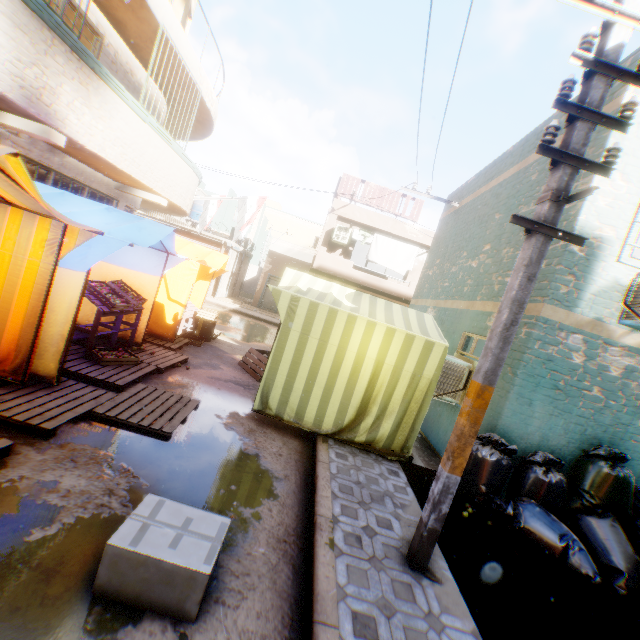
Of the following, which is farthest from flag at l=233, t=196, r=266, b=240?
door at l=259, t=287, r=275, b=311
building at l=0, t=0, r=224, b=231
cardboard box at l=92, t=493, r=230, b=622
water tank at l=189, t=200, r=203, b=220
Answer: cardboard box at l=92, t=493, r=230, b=622

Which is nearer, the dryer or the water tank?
the dryer

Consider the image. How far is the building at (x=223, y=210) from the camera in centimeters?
2003cm

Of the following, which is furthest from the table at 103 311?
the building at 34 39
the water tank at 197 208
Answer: the water tank at 197 208

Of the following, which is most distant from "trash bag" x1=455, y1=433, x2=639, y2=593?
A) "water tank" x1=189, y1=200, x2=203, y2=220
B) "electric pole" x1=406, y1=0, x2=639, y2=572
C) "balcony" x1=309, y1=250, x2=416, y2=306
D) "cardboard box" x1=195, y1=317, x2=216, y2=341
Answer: "water tank" x1=189, y1=200, x2=203, y2=220

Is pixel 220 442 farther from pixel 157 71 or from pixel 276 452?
pixel 157 71

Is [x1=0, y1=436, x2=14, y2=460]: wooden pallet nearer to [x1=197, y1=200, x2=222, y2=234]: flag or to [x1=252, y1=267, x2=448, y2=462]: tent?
[x1=252, y1=267, x2=448, y2=462]: tent

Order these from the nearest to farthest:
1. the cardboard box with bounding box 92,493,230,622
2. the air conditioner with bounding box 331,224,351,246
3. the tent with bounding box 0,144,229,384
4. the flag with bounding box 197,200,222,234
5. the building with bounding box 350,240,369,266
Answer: the cardboard box with bounding box 92,493,230,622 → the tent with bounding box 0,144,229,384 → the flag with bounding box 197,200,222,234 → the air conditioner with bounding box 331,224,351,246 → the building with bounding box 350,240,369,266
